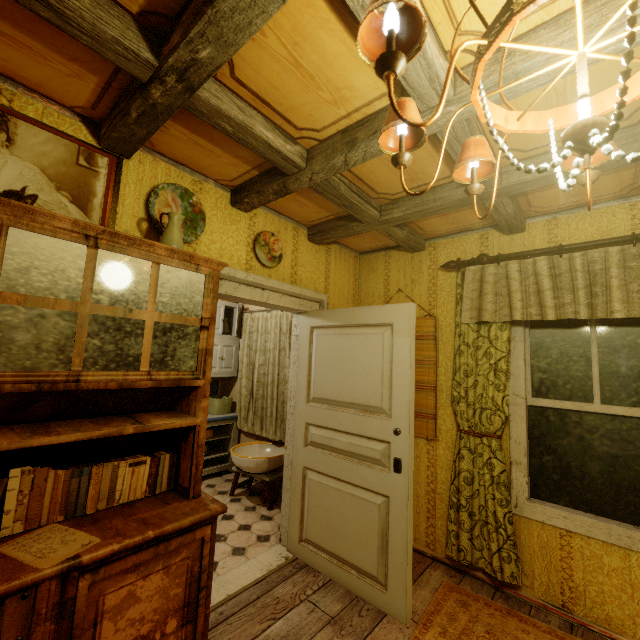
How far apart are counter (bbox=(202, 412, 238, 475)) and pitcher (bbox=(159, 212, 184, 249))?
2.8m

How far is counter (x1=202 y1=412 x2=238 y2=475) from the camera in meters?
4.4 m

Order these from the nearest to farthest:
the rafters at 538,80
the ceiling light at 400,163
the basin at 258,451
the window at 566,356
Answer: the ceiling light at 400,163
the rafters at 538,80
the window at 566,356
the basin at 258,451

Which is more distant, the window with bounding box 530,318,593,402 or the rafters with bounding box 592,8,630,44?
the window with bounding box 530,318,593,402

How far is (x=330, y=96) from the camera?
1.5 meters

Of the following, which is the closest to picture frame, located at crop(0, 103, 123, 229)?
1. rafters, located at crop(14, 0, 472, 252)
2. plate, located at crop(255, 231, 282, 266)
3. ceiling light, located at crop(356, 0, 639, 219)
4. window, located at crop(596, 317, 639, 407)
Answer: rafters, located at crop(14, 0, 472, 252)

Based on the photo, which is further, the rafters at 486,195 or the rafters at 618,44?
the rafters at 486,195

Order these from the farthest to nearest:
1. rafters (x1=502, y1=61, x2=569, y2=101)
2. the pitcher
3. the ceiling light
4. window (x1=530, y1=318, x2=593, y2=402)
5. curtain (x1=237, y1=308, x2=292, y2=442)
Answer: curtain (x1=237, y1=308, x2=292, y2=442), window (x1=530, y1=318, x2=593, y2=402), the pitcher, rafters (x1=502, y1=61, x2=569, y2=101), the ceiling light
